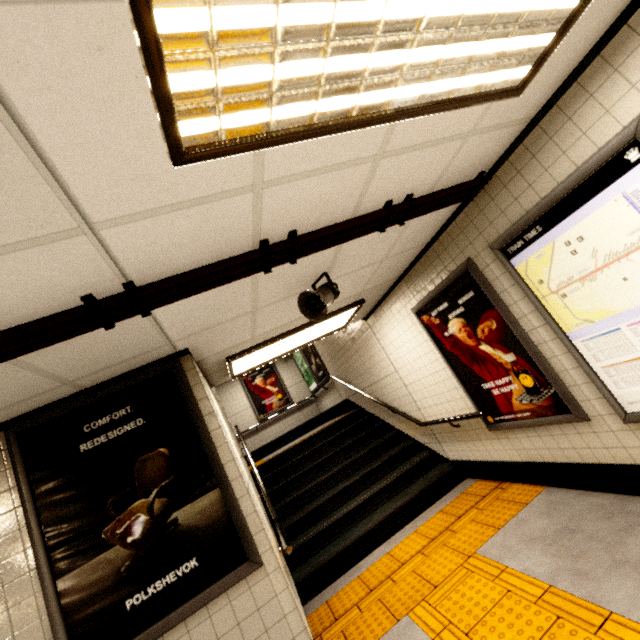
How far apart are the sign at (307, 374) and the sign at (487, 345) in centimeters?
465cm

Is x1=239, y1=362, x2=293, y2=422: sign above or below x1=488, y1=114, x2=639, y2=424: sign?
above

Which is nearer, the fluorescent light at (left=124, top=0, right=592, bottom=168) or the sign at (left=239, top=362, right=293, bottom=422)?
the fluorescent light at (left=124, top=0, right=592, bottom=168)

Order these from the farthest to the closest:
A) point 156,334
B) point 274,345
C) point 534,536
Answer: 1. point 274,345
2. point 534,536
3. point 156,334

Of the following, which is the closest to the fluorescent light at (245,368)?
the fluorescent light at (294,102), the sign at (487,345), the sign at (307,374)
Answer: the sign at (487,345)

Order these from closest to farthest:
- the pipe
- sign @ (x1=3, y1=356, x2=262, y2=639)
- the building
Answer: the pipe
sign @ (x1=3, y1=356, x2=262, y2=639)
the building

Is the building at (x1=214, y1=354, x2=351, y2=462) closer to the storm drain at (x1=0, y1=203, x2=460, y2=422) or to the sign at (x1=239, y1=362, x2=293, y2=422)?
the sign at (x1=239, y1=362, x2=293, y2=422)

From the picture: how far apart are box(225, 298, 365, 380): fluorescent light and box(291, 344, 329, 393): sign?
3.6 meters
